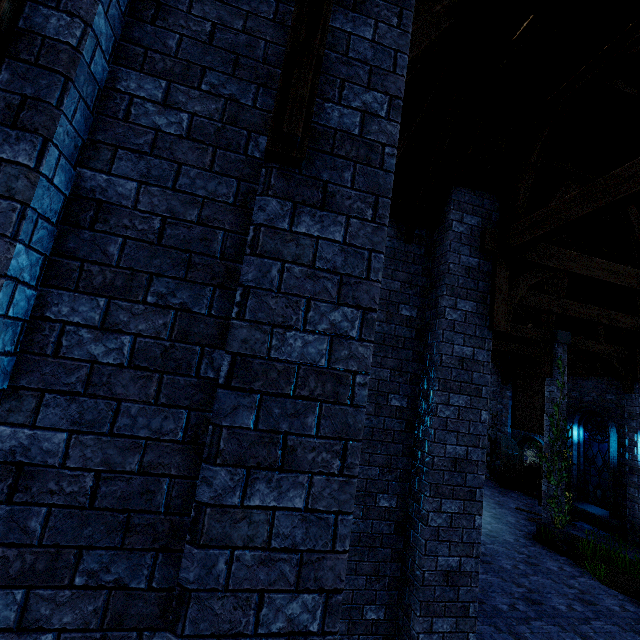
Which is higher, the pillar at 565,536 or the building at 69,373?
the building at 69,373

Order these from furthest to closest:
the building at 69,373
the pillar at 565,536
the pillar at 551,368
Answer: the pillar at 551,368 → the pillar at 565,536 → the building at 69,373

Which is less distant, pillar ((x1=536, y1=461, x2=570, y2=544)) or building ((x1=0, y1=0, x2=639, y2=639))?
building ((x1=0, y1=0, x2=639, y2=639))

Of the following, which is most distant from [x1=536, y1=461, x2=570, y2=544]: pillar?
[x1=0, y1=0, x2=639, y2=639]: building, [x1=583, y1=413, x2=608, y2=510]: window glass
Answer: [x1=583, y1=413, x2=608, y2=510]: window glass

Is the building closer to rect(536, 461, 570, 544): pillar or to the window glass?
rect(536, 461, 570, 544): pillar

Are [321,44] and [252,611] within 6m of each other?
yes

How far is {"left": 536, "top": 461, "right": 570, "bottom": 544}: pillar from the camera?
10.3 meters
